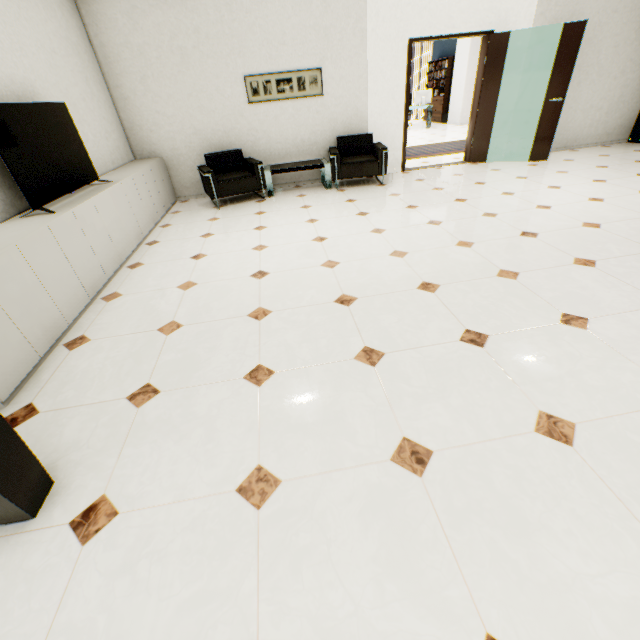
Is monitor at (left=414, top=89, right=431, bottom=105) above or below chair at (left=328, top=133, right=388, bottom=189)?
above

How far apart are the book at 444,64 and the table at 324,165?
10.5 meters

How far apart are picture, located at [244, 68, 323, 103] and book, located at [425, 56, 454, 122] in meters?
10.3

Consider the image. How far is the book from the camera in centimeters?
1275cm

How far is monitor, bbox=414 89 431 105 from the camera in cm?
1204

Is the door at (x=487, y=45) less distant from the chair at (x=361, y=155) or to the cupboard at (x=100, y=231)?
the chair at (x=361, y=155)

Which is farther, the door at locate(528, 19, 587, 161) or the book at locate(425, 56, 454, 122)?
the book at locate(425, 56, 454, 122)

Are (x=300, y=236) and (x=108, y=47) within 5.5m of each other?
yes
